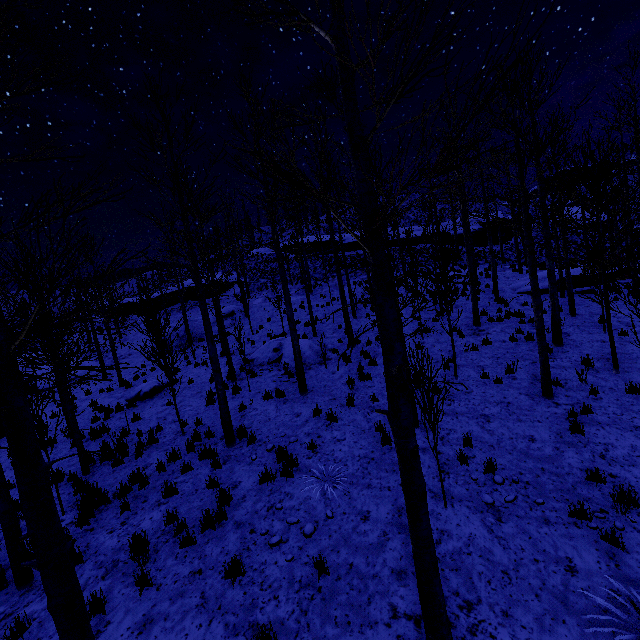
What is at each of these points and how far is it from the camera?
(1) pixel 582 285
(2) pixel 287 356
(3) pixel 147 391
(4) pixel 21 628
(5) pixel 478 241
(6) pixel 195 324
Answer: (1) rock, 17.2 meters
(2) rock, 14.1 meters
(3) rock, 13.9 meters
(4) instancedfoliageactor, 4.7 meters
(5) rock, 36.3 meters
(6) rock, 23.9 meters

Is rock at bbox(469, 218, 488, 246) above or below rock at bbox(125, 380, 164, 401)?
above

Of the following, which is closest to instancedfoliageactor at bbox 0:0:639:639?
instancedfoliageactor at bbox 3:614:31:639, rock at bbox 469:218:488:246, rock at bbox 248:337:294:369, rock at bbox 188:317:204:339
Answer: rock at bbox 248:337:294:369

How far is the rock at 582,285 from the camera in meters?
16.2 m

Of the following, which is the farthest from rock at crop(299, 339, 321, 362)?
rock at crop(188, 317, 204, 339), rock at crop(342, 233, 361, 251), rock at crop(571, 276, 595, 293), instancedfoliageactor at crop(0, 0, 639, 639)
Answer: rock at crop(342, 233, 361, 251)

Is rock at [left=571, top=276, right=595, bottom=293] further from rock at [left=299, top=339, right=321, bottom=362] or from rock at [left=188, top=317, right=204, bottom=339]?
rock at [left=188, top=317, right=204, bottom=339]

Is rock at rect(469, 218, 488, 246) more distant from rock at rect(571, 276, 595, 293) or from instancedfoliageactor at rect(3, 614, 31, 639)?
instancedfoliageactor at rect(3, 614, 31, 639)

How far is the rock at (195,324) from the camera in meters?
23.2
